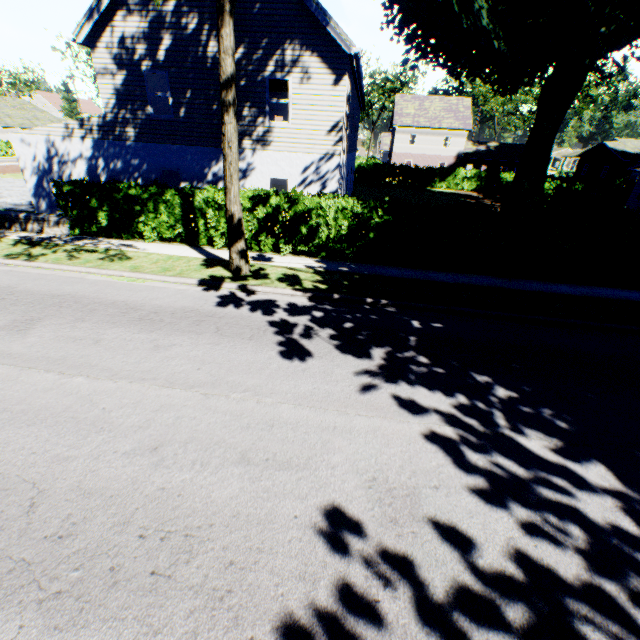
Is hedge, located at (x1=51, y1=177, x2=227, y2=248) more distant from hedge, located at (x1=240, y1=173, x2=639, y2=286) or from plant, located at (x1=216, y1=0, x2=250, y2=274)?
plant, located at (x1=216, y1=0, x2=250, y2=274)

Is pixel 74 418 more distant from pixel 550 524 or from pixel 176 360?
pixel 550 524

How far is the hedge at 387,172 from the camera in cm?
3644

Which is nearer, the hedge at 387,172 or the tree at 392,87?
the hedge at 387,172

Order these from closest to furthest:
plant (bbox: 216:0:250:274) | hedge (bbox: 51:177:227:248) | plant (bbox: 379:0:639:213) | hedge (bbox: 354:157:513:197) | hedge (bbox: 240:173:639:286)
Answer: plant (bbox: 216:0:250:274) → hedge (bbox: 240:173:639:286) → hedge (bbox: 51:177:227:248) → plant (bbox: 379:0:639:213) → hedge (bbox: 354:157:513:197)

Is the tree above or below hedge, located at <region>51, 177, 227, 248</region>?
above

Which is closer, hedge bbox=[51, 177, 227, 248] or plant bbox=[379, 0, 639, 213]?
hedge bbox=[51, 177, 227, 248]
